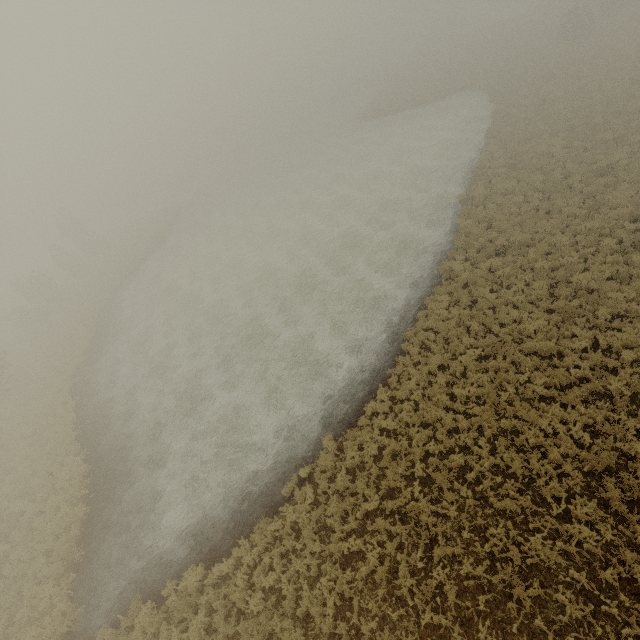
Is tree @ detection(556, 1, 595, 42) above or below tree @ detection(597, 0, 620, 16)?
above

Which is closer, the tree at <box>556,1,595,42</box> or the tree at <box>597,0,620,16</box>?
the tree at <box>556,1,595,42</box>

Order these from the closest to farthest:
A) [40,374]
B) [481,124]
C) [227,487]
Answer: [227,487] < [40,374] < [481,124]

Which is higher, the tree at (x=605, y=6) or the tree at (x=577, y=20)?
the tree at (x=577, y=20)

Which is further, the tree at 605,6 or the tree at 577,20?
the tree at 605,6
